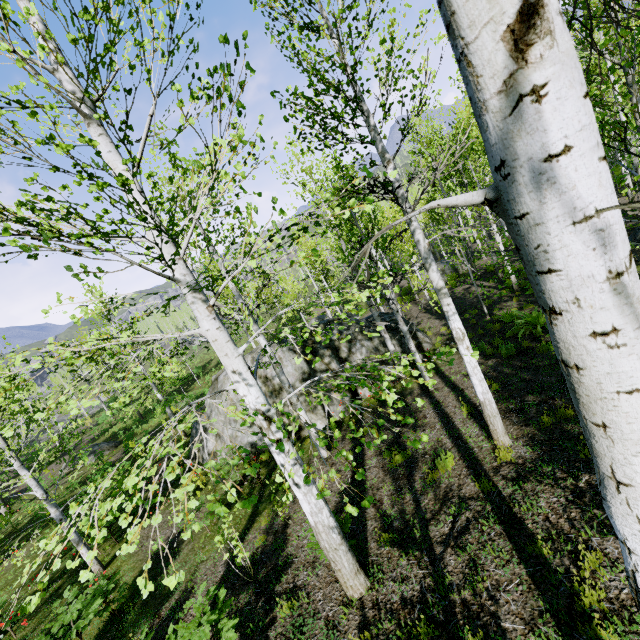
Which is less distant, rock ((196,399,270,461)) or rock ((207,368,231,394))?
rock ((196,399,270,461))

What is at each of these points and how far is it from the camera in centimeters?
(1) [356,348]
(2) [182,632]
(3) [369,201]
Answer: (1) rock, 1259cm
(2) instancedfoliageactor, 434cm
(3) instancedfoliageactor, 288cm

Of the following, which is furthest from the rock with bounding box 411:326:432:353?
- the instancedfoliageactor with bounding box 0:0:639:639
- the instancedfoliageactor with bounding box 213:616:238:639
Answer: the instancedfoliageactor with bounding box 213:616:238:639

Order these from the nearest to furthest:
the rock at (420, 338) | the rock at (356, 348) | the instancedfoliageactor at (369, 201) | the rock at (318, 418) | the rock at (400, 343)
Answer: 1. the instancedfoliageactor at (369, 201)
2. the rock at (318, 418)
3. the rock at (356, 348)
4. the rock at (400, 343)
5. the rock at (420, 338)

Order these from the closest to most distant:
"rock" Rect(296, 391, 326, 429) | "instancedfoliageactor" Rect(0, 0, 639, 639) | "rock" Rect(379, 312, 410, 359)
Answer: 1. "instancedfoliageactor" Rect(0, 0, 639, 639)
2. "rock" Rect(296, 391, 326, 429)
3. "rock" Rect(379, 312, 410, 359)

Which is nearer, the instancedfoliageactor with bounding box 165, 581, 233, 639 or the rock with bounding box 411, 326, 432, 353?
the instancedfoliageactor with bounding box 165, 581, 233, 639

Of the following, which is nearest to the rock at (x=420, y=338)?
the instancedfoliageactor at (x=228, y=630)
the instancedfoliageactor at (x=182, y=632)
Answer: the instancedfoliageactor at (x=228, y=630)
